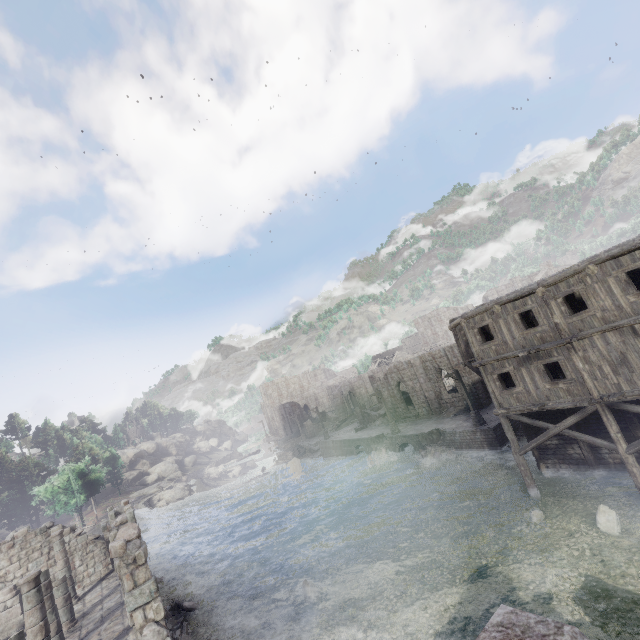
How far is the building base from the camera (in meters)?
24.88

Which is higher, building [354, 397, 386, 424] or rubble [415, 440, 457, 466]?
building [354, 397, 386, 424]

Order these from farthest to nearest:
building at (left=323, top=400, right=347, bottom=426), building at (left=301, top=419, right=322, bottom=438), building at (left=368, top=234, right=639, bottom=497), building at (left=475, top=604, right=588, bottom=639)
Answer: building at (left=323, top=400, right=347, bottom=426) < building at (left=301, top=419, right=322, bottom=438) < building at (left=368, top=234, right=639, bottom=497) < building at (left=475, top=604, right=588, bottom=639)

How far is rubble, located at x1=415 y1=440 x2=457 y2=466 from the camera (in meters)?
26.86

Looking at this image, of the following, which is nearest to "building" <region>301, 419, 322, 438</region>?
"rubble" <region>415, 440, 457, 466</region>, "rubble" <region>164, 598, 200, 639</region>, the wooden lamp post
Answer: "rubble" <region>164, 598, 200, 639</region>

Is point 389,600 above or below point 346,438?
below

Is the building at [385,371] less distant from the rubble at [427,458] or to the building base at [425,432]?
the building base at [425,432]

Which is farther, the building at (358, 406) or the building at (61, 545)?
the building at (358, 406)
